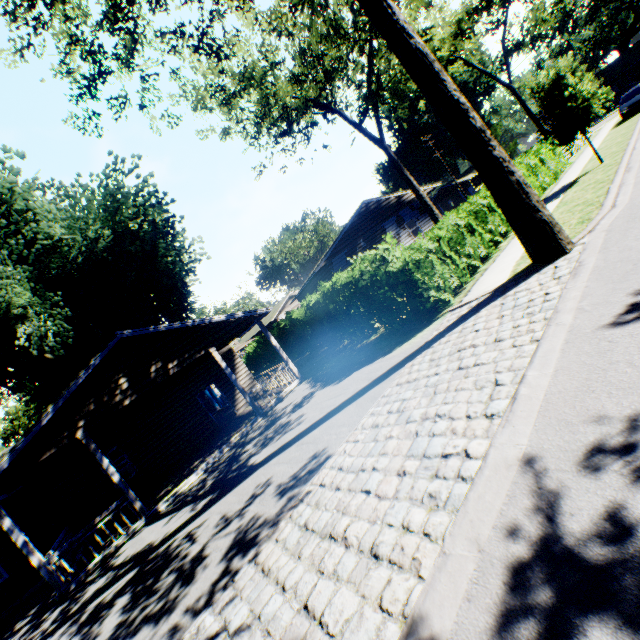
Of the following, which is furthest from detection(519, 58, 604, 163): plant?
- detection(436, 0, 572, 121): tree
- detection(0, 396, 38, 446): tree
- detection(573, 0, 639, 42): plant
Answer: detection(573, 0, 639, 42): plant

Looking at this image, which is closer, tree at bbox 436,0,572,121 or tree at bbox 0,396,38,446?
tree at bbox 436,0,572,121

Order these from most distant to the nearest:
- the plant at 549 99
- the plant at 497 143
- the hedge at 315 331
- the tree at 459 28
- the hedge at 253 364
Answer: the hedge at 253 364 → the tree at 459 28 → the plant at 549 99 → the hedge at 315 331 → the plant at 497 143

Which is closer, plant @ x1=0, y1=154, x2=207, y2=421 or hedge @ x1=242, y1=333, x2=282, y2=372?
plant @ x1=0, y1=154, x2=207, y2=421

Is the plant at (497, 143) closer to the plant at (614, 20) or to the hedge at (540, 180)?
the hedge at (540, 180)

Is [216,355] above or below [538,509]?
above

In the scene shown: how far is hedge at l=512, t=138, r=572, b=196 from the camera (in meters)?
17.02
